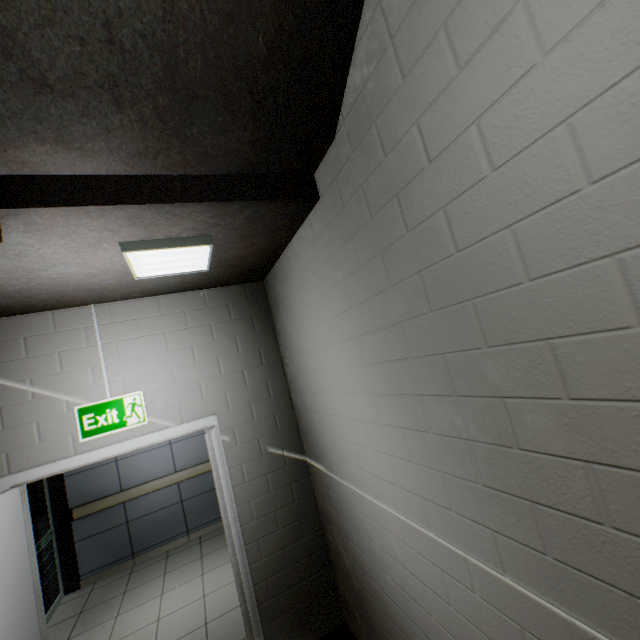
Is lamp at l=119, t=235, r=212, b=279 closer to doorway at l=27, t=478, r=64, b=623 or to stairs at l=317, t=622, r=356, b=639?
stairs at l=317, t=622, r=356, b=639

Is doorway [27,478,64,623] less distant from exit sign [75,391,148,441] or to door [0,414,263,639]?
door [0,414,263,639]

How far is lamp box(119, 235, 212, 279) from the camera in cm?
187

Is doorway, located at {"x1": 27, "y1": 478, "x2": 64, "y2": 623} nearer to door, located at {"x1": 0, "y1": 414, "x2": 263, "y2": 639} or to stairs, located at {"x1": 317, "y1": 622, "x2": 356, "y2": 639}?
stairs, located at {"x1": 317, "y1": 622, "x2": 356, "y2": 639}

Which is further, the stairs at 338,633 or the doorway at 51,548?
the doorway at 51,548

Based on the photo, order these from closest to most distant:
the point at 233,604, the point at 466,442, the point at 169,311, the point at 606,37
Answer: the point at 606,37 → the point at 466,442 → the point at 169,311 → the point at 233,604

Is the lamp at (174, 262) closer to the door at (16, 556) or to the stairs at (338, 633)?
the stairs at (338, 633)

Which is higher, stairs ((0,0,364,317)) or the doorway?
stairs ((0,0,364,317))
